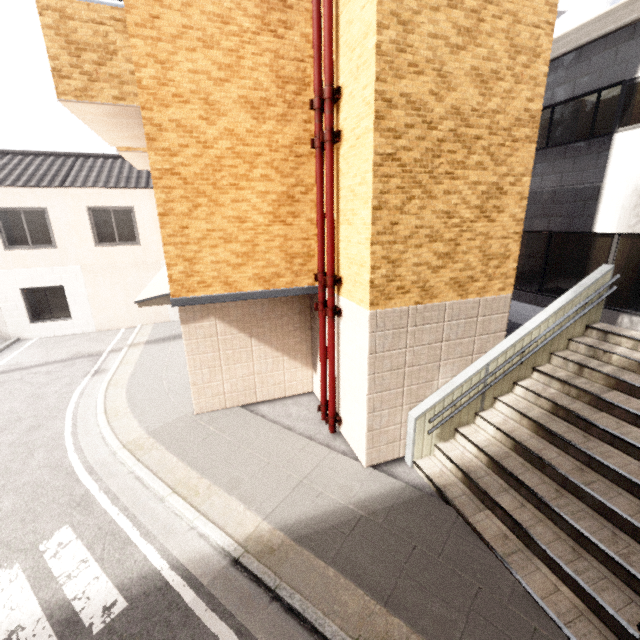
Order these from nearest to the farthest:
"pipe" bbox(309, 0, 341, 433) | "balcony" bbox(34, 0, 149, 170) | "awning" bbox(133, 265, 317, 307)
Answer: "balcony" bbox(34, 0, 149, 170) < "pipe" bbox(309, 0, 341, 433) < "awning" bbox(133, 265, 317, 307)

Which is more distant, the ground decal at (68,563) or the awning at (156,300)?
the awning at (156,300)

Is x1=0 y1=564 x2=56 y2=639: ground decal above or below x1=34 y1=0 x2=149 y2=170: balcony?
below

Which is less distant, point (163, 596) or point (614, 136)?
point (163, 596)

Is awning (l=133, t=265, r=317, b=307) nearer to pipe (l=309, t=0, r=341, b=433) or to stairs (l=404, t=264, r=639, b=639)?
pipe (l=309, t=0, r=341, b=433)

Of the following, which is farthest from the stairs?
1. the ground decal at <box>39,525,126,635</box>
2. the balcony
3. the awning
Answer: the balcony

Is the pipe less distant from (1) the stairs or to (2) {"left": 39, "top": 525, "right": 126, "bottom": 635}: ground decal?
(1) the stairs

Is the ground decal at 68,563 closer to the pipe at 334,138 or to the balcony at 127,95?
the pipe at 334,138
